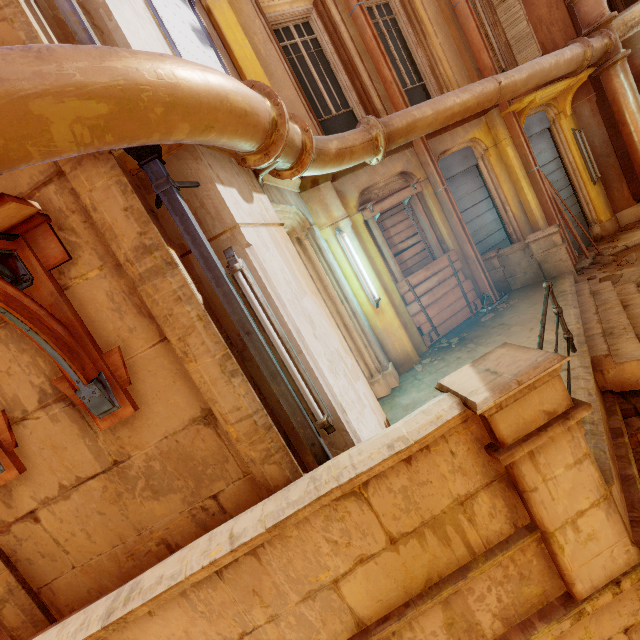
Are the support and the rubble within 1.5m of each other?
no

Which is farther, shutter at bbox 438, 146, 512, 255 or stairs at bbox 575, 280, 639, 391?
shutter at bbox 438, 146, 512, 255

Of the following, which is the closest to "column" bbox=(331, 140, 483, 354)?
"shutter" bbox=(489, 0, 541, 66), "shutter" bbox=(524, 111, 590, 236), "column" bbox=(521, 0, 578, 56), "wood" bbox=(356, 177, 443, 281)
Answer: "wood" bbox=(356, 177, 443, 281)

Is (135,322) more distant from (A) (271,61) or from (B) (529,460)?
(A) (271,61)

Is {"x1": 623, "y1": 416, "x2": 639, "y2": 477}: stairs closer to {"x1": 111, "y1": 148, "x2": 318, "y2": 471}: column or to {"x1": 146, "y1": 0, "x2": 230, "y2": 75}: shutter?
{"x1": 111, "y1": 148, "x2": 318, "y2": 471}: column

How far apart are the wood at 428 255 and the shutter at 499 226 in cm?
84

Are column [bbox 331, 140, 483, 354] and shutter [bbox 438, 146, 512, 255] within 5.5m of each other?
yes

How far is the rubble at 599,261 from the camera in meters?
7.4
